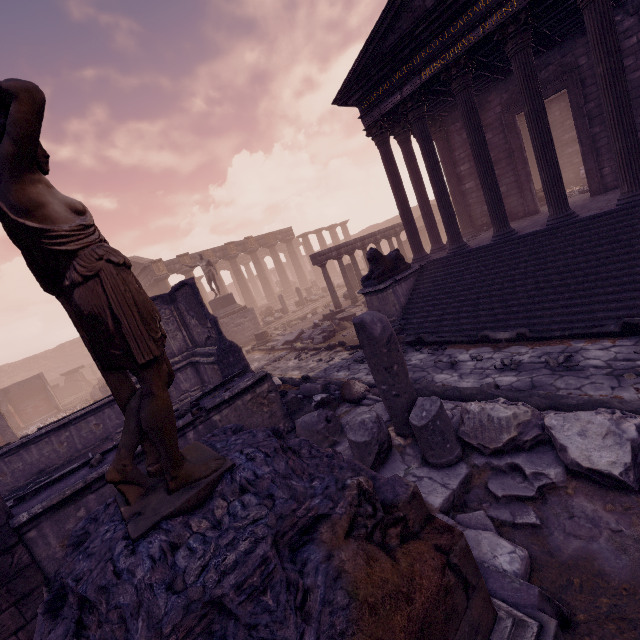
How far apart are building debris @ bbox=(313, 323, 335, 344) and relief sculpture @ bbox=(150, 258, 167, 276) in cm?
1790

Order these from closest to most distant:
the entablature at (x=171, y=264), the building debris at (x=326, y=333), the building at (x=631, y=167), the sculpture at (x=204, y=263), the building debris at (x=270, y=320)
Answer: the building at (x=631, y=167)
the building debris at (x=326, y=333)
the sculpture at (x=204, y=263)
the building debris at (x=270, y=320)
the entablature at (x=171, y=264)

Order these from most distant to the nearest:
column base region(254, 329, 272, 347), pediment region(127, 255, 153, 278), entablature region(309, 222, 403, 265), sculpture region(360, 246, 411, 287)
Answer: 1. pediment region(127, 255, 153, 278)
2. column base region(254, 329, 272, 347)
3. entablature region(309, 222, 403, 265)
4. sculpture region(360, 246, 411, 287)

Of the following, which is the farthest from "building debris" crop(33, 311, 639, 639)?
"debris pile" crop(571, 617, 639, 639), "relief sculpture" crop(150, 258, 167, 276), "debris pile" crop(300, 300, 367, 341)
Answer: "relief sculpture" crop(150, 258, 167, 276)

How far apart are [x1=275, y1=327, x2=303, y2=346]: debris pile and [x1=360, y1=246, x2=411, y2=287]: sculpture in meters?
3.1 m

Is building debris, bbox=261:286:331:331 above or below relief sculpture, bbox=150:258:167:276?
below

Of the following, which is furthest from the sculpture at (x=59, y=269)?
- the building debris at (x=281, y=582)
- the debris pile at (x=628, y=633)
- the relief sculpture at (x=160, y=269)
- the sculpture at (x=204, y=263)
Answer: the relief sculpture at (x=160, y=269)

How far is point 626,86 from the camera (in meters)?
6.85
